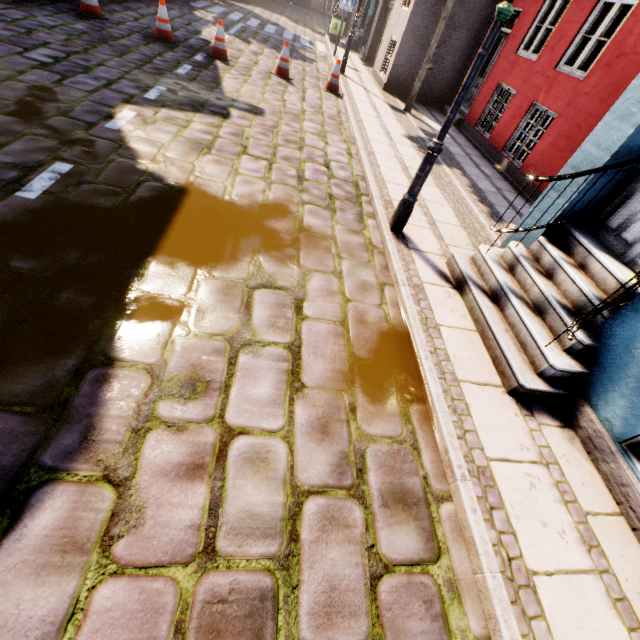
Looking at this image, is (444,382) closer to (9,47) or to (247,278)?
(247,278)

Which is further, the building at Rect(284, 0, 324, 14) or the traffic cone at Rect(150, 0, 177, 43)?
the building at Rect(284, 0, 324, 14)

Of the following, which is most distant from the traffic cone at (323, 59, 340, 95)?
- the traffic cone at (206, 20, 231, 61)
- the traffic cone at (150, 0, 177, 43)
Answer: the traffic cone at (150, 0, 177, 43)

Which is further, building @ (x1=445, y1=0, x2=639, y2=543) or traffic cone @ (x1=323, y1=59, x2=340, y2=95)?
traffic cone @ (x1=323, y1=59, x2=340, y2=95)

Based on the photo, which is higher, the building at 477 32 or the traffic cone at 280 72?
the building at 477 32

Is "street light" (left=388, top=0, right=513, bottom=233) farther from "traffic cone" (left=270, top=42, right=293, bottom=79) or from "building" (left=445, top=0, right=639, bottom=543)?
"traffic cone" (left=270, top=42, right=293, bottom=79)

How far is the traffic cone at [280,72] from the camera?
8.5m

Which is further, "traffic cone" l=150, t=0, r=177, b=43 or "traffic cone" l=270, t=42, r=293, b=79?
"traffic cone" l=270, t=42, r=293, b=79
